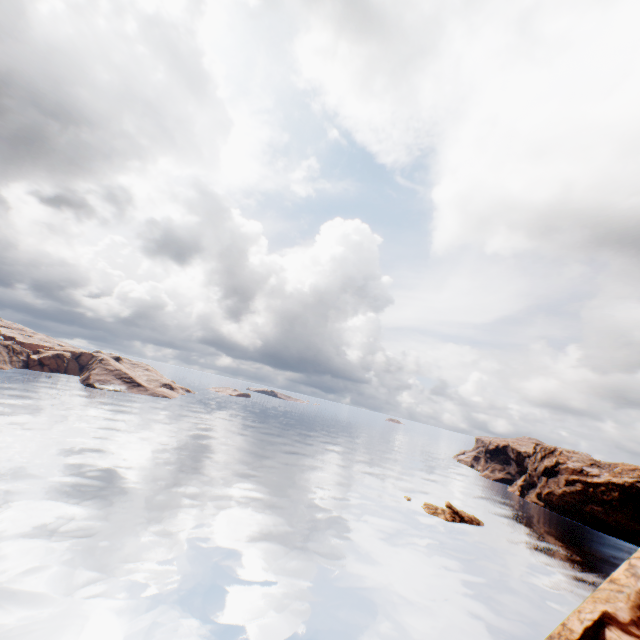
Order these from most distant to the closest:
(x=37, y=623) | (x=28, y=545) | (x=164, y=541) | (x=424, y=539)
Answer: (x=424, y=539) → (x=164, y=541) → (x=28, y=545) → (x=37, y=623)

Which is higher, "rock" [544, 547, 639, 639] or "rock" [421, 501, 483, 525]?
"rock" [544, 547, 639, 639]

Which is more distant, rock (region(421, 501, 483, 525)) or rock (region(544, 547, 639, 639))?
rock (region(421, 501, 483, 525))

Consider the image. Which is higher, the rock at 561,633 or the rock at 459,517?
the rock at 561,633

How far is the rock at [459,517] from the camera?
54.5m

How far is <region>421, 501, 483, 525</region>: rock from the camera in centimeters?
5450cm
